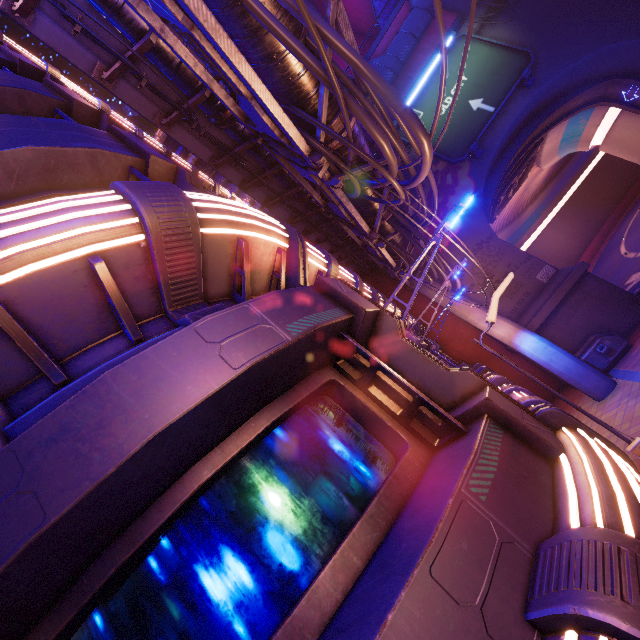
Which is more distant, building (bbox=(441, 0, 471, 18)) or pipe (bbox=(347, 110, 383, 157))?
building (bbox=(441, 0, 471, 18))

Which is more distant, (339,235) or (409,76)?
(409,76)

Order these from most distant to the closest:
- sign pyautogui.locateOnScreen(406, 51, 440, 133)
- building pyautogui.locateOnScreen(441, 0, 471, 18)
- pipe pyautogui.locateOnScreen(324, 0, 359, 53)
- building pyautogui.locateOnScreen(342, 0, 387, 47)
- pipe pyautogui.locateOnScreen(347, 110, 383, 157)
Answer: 1. building pyautogui.locateOnScreen(342, 0, 387, 47)
2. building pyautogui.locateOnScreen(441, 0, 471, 18)
3. sign pyautogui.locateOnScreen(406, 51, 440, 133)
4. pipe pyautogui.locateOnScreen(347, 110, 383, 157)
5. pipe pyautogui.locateOnScreen(324, 0, 359, 53)

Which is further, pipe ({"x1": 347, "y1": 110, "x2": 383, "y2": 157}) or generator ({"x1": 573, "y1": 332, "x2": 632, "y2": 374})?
generator ({"x1": 573, "y1": 332, "x2": 632, "y2": 374})

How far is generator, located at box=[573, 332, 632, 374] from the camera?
15.6m

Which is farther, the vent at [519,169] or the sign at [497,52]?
the vent at [519,169]

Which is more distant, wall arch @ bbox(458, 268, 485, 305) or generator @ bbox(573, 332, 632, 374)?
wall arch @ bbox(458, 268, 485, 305)

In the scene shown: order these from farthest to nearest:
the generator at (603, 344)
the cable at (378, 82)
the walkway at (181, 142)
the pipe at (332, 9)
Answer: the generator at (603, 344)
the walkway at (181, 142)
the pipe at (332, 9)
the cable at (378, 82)
